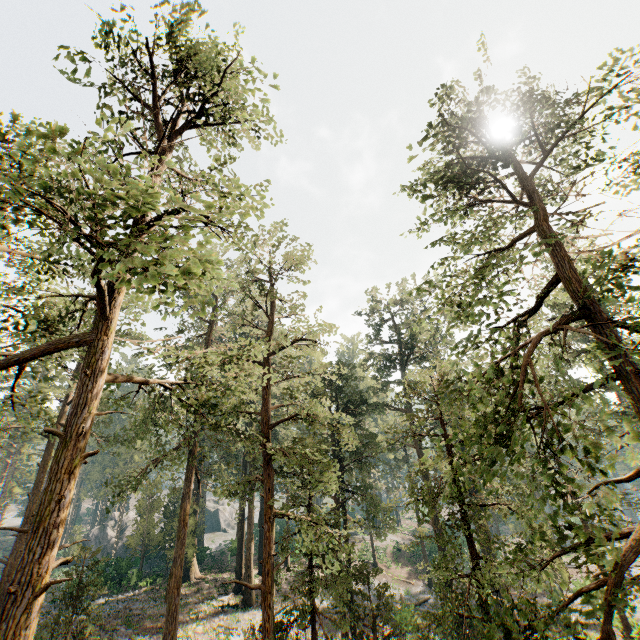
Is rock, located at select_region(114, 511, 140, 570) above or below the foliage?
below

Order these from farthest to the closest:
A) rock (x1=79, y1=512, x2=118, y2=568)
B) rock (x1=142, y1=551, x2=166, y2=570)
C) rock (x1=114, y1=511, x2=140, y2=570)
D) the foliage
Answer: rock (x1=79, y1=512, x2=118, y2=568)
rock (x1=142, y1=551, x2=166, y2=570)
rock (x1=114, y1=511, x2=140, y2=570)
the foliage

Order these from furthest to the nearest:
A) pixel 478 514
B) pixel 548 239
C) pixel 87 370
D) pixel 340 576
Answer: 1. pixel 478 514
2. pixel 340 576
3. pixel 548 239
4. pixel 87 370

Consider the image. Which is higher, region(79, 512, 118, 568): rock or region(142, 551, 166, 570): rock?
region(79, 512, 118, 568): rock

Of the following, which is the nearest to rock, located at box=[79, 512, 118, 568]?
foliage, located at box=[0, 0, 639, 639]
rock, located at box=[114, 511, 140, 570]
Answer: rock, located at box=[114, 511, 140, 570]

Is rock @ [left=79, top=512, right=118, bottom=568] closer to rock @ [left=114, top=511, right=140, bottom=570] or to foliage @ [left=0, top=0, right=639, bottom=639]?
rock @ [left=114, top=511, right=140, bottom=570]

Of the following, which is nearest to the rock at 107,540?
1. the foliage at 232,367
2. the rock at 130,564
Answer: the rock at 130,564
